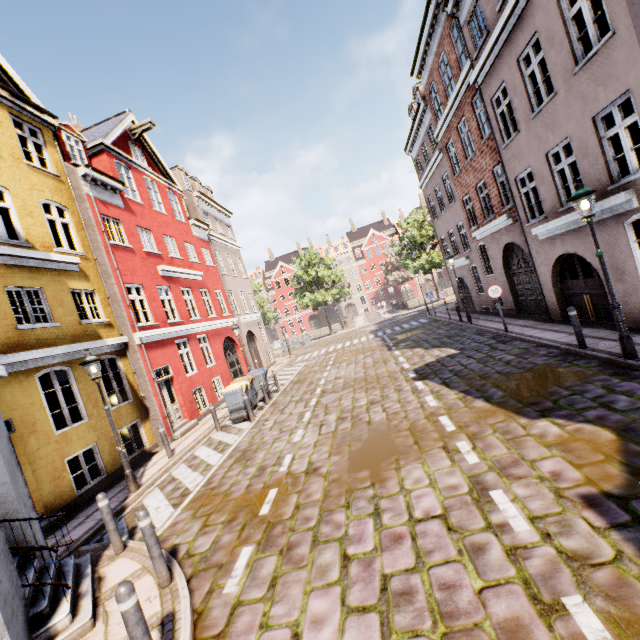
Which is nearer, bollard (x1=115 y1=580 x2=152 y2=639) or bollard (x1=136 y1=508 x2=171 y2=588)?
bollard (x1=115 y1=580 x2=152 y2=639)

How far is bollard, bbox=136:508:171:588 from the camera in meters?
4.5 m

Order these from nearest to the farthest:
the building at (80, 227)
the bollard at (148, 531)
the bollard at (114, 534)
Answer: the bollard at (148, 531) → the building at (80, 227) → the bollard at (114, 534)

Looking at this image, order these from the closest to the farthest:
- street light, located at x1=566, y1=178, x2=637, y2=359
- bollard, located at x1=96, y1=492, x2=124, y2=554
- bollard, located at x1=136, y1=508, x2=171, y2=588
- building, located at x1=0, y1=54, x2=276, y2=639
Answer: bollard, located at x1=136, y1=508, x2=171, y2=588, building, located at x1=0, y1=54, x2=276, y2=639, bollard, located at x1=96, y1=492, x2=124, y2=554, street light, located at x1=566, y1=178, x2=637, y2=359

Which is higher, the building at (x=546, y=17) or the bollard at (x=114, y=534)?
the building at (x=546, y=17)

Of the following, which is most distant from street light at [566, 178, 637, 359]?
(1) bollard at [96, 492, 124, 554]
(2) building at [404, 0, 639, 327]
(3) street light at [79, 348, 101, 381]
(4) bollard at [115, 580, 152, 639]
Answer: (3) street light at [79, 348, 101, 381]

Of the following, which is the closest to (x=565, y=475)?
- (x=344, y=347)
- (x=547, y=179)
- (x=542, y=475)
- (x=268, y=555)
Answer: (x=542, y=475)

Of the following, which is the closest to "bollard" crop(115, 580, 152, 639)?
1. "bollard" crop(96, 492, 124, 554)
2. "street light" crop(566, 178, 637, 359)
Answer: "bollard" crop(96, 492, 124, 554)
